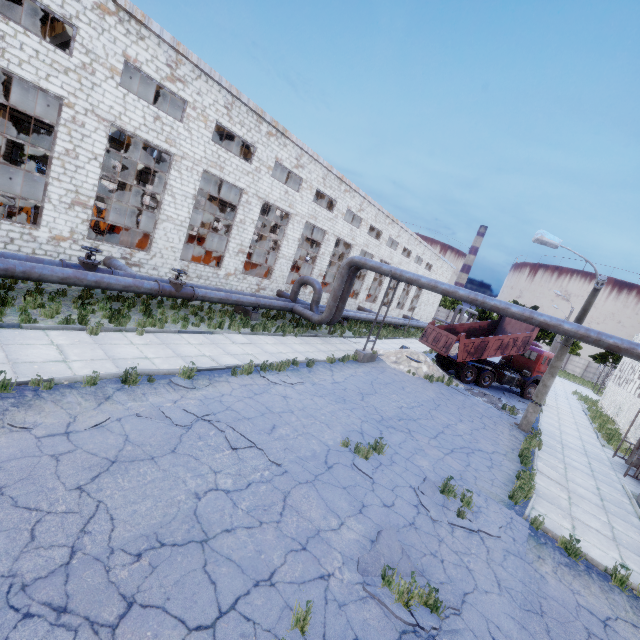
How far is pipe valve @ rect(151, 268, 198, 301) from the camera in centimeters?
1333cm

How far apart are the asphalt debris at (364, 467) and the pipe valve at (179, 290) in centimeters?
1023cm

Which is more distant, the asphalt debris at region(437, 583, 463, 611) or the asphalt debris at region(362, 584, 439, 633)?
the asphalt debris at region(437, 583, 463, 611)

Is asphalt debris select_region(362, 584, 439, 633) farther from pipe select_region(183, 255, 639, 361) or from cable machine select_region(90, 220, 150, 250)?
cable machine select_region(90, 220, 150, 250)

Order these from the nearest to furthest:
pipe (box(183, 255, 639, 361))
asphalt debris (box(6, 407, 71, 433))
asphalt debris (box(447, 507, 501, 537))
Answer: asphalt debris (box(6, 407, 71, 433)) < asphalt debris (box(447, 507, 501, 537)) < pipe (box(183, 255, 639, 361))

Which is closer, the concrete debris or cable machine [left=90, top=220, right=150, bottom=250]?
cable machine [left=90, top=220, right=150, bottom=250]

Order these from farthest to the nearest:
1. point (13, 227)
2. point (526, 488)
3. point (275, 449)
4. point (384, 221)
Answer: point (384, 221), point (13, 227), point (526, 488), point (275, 449)

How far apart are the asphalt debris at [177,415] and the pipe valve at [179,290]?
7.2m
